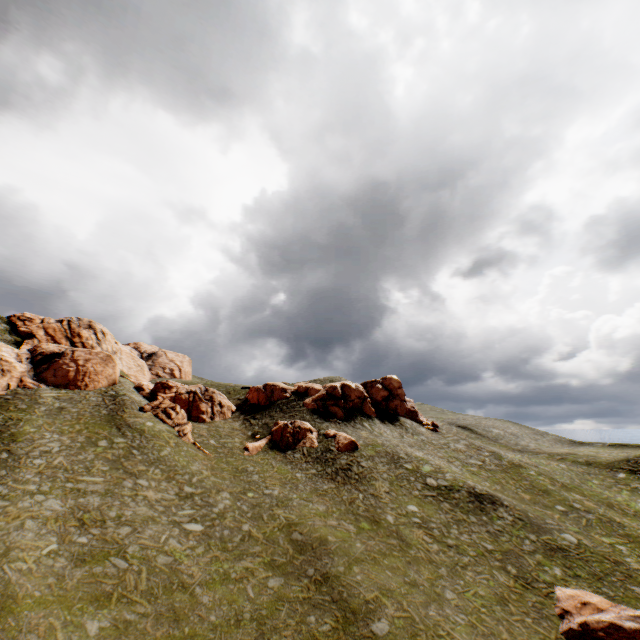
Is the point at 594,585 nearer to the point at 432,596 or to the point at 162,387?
the point at 432,596

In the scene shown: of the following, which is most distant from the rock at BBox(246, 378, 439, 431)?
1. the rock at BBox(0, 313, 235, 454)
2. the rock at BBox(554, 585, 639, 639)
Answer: the rock at BBox(554, 585, 639, 639)

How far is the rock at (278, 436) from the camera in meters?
41.6 m

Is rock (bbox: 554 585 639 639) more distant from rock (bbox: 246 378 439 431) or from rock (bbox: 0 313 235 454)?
rock (bbox: 0 313 235 454)

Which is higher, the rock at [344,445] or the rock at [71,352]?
the rock at [71,352]
